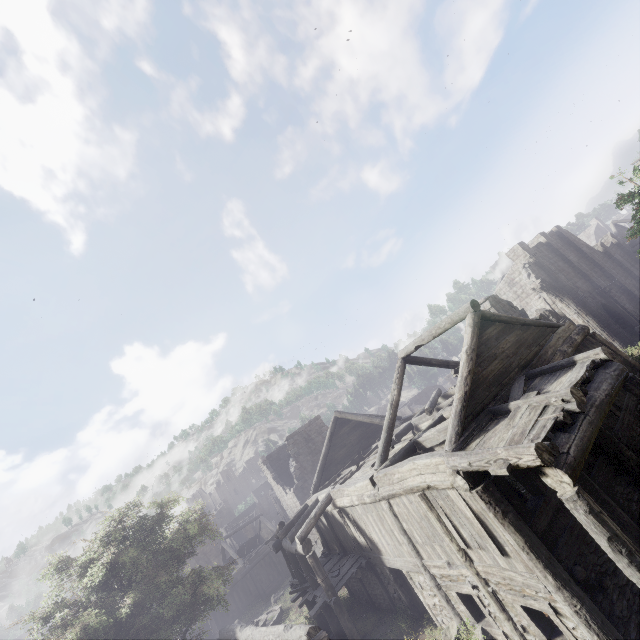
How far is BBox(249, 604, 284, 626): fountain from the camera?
22.1 meters

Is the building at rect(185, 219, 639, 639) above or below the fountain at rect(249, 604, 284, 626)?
above

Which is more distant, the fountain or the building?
the fountain

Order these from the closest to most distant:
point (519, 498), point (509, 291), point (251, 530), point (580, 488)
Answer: point (580, 488), point (519, 498), point (509, 291), point (251, 530)

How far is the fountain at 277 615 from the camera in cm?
2213

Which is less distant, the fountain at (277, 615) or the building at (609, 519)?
the building at (609, 519)
